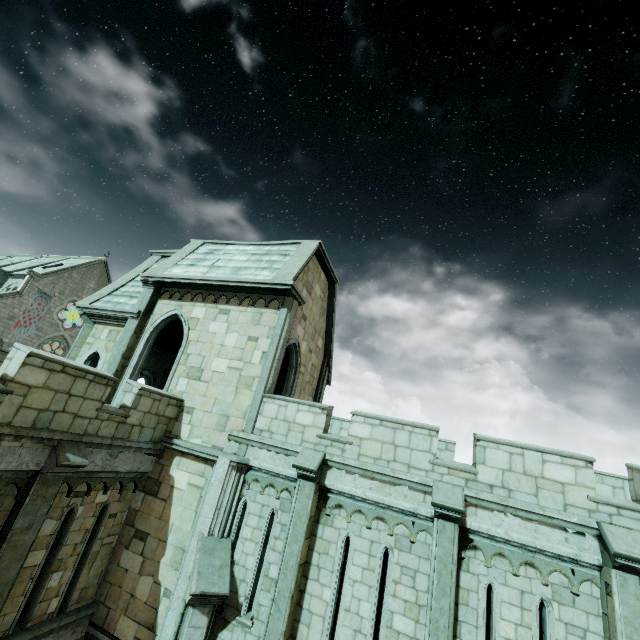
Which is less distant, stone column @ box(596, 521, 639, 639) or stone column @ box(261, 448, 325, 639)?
stone column @ box(596, 521, 639, 639)

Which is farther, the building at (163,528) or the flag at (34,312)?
the flag at (34,312)

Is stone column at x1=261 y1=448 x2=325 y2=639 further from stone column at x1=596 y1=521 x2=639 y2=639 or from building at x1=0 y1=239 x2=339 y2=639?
stone column at x1=596 y1=521 x2=639 y2=639

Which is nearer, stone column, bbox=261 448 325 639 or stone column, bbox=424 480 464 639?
stone column, bbox=424 480 464 639

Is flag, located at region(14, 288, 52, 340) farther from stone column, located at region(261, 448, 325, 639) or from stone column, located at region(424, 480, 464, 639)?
stone column, located at region(424, 480, 464, 639)

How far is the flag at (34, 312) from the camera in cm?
3388

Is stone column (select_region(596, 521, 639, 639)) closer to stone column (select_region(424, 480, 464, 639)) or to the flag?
stone column (select_region(424, 480, 464, 639))

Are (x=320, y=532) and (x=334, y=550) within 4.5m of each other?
yes
